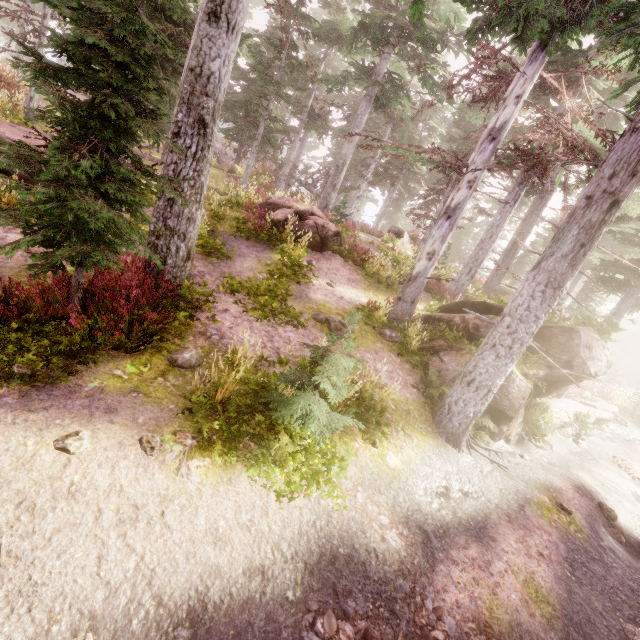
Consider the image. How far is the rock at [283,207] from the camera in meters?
14.1 m

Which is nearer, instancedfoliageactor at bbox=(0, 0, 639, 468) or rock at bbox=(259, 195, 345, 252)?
instancedfoliageactor at bbox=(0, 0, 639, 468)

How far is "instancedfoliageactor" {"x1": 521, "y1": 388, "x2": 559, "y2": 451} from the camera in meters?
10.6 m

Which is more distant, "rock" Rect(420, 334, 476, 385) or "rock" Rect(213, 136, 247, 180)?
"rock" Rect(213, 136, 247, 180)

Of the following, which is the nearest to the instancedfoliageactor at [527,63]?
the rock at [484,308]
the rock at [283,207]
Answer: the rock at [484,308]

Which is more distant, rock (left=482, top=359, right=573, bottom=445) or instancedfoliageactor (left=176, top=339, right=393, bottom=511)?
rock (left=482, top=359, right=573, bottom=445)

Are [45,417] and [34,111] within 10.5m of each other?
no
